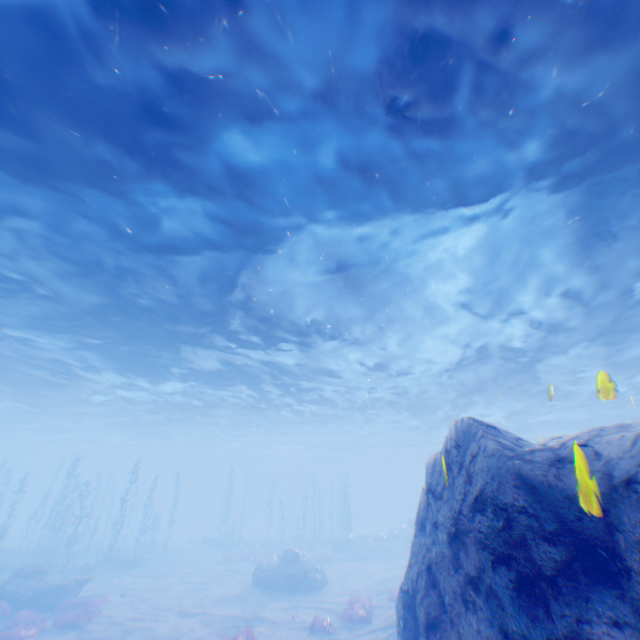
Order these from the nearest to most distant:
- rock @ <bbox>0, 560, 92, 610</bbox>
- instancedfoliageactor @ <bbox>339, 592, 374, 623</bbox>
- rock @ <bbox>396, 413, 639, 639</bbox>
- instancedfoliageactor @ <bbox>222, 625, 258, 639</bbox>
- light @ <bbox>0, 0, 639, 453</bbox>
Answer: rock @ <bbox>396, 413, 639, 639</bbox>, light @ <bbox>0, 0, 639, 453</bbox>, instancedfoliageactor @ <bbox>222, 625, 258, 639</bbox>, instancedfoliageactor @ <bbox>339, 592, 374, 623</bbox>, rock @ <bbox>0, 560, 92, 610</bbox>

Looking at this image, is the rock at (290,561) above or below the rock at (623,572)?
below

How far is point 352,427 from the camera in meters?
38.3

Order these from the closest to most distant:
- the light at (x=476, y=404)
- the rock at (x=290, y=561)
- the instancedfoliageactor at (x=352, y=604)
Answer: the light at (x=476, y=404) < the instancedfoliageactor at (x=352, y=604) < the rock at (x=290, y=561)

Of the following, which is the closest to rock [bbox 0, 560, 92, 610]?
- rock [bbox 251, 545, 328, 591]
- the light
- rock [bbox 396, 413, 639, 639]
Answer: rock [bbox 251, 545, 328, 591]

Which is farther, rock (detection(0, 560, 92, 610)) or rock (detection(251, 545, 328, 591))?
rock (detection(251, 545, 328, 591))

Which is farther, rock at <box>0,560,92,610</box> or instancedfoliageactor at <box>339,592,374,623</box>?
rock at <box>0,560,92,610</box>

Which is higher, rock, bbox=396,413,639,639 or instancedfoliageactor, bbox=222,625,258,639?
rock, bbox=396,413,639,639
